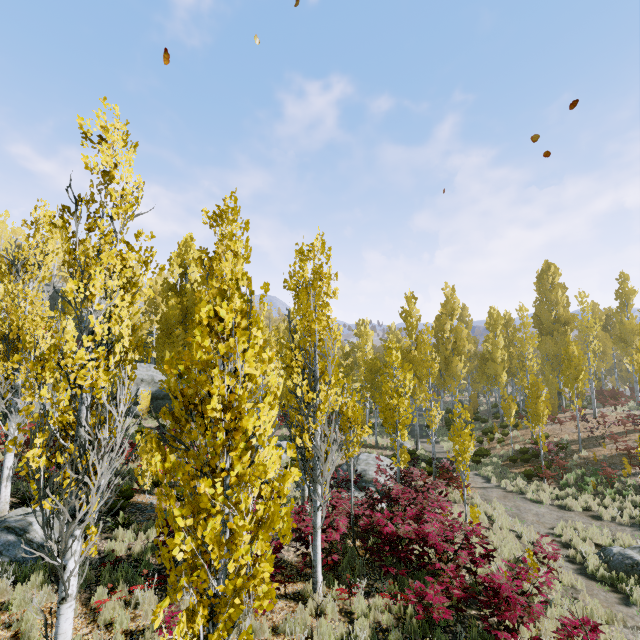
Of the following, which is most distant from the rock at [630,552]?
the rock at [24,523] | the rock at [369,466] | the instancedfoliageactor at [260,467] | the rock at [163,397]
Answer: the rock at [163,397]

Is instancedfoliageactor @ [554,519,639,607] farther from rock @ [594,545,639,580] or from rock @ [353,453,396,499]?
rock @ [594,545,639,580]

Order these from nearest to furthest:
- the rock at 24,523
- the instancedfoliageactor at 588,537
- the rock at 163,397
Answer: the rock at 24,523, the instancedfoliageactor at 588,537, the rock at 163,397

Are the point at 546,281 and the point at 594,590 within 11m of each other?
no

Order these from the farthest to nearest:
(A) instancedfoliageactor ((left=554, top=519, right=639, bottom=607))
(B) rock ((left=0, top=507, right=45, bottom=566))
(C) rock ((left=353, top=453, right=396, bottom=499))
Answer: (C) rock ((left=353, top=453, right=396, bottom=499))
(A) instancedfoliageactor ((left=554, top=519, right=639, bottom=607))
(B) rock ((left=0, top=507, right=45, bottom=566))

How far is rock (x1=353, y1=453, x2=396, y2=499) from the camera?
14.1m

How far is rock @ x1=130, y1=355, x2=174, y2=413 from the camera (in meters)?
28.19

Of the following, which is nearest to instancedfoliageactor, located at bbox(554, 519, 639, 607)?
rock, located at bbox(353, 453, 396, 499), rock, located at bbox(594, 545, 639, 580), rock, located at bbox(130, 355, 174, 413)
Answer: rock, located at bbox(130, 355, 174, 413)
